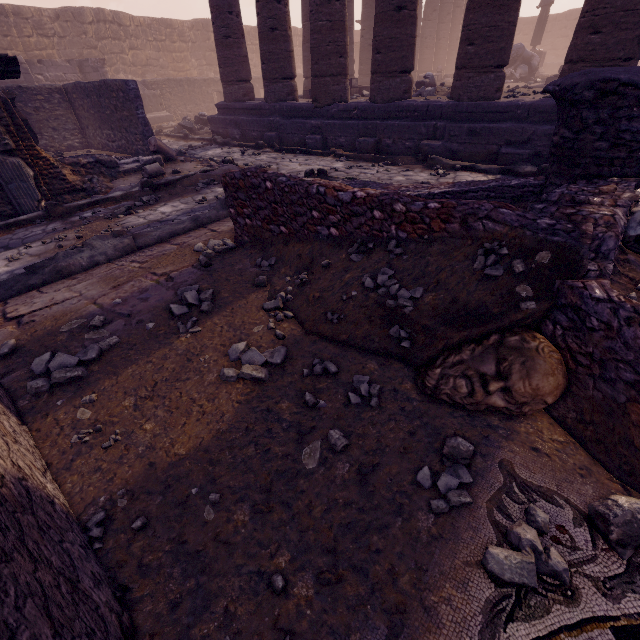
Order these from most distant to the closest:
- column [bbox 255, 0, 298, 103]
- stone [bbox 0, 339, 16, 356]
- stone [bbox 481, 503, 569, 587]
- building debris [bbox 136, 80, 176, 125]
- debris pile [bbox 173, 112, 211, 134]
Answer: building debris [bbox 136, 80, 176, 125] → debris pile [bbox 173, 112, 211, 134] → column [bbox 255, 0, 298, 103] → stone [bbox 0, 339, 16, 356] → stone [bbox 481, 503, 569, 587]

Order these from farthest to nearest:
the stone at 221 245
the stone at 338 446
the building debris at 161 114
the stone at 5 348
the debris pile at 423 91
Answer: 1. the building debris at 161 114
2. the debris pile at 423 91
3. the stone at 221 245
4. the stone at 5 348
5. the stone at 338 446

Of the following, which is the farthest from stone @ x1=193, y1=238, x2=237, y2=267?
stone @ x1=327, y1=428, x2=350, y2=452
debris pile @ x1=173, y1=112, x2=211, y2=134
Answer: debris pile @ x1=173, y1=112, x2=211, y2=134

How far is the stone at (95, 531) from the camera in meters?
1.5

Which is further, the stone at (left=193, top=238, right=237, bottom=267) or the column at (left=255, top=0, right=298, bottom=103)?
the column at (left=255, top=0, right=298, bottom=103)

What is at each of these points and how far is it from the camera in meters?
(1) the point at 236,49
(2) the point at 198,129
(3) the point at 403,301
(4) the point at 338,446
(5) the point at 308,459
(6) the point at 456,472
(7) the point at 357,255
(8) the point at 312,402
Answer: (1) column, 10.4
(2) debris pile, 13.3
(3) stone, 2.2
(4) stone, 1.8
(5) stone, 1.8
(6) stone, 1.7
(7) stone, 2.8
(8) stone, 2.0

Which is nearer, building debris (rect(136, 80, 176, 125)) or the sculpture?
the sculpture

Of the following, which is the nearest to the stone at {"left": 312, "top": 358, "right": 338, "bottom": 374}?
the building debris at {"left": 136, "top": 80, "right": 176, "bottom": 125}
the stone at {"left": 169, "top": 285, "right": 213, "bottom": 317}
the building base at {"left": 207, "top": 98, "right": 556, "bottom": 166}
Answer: the stone at {"left": 169, "top": 285, "right": 213, "bottom": 317}
